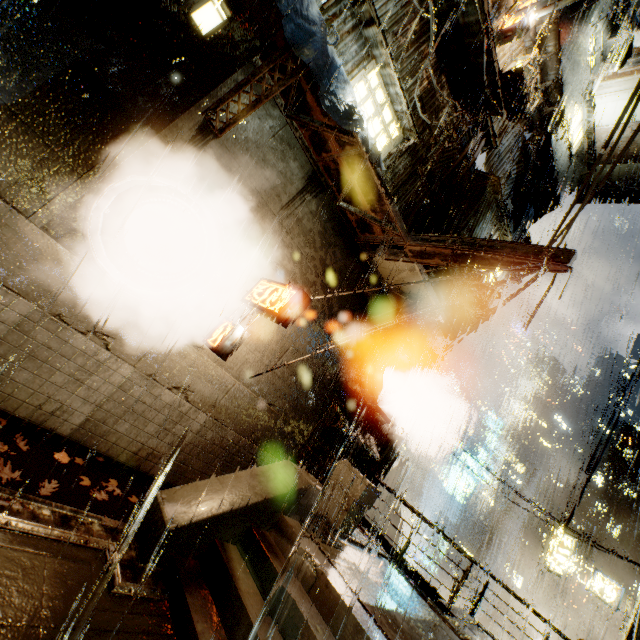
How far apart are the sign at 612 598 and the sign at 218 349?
22.93m

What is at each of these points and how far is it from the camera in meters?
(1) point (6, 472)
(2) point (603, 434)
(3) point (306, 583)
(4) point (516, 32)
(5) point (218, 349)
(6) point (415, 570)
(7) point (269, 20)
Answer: (1) leaves, 4.9 m
(2) building, 18.7 m
(3) stairs, 5.2 m
(4) sign, 9.8 m
(5) sign, 7.0 m
(6) building, 12.7 m
(7) cloth, 6.4 m

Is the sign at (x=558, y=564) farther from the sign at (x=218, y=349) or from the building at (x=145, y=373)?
the sign at (x=218, y=349)

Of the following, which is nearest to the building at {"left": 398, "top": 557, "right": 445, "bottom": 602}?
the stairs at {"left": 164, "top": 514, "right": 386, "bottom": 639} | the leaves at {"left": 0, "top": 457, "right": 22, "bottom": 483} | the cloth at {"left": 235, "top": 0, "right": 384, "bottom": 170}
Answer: the cloth at {"left": 235, "top": 0, "right": 384, "bottom": 170}

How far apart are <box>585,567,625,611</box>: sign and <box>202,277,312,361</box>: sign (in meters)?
22.93

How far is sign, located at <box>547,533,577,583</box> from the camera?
18.1m

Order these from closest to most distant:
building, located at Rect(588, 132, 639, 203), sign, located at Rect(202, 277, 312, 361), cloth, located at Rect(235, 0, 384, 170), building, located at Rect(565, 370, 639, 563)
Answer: cloth, located at Rect(235, 0, 384, 170)
sign, located at Rect(202, 277, 312, 361)
building, located at Rect(588, 132, 639, 203)
building, located at Rect(565, 370, 639, 563)
